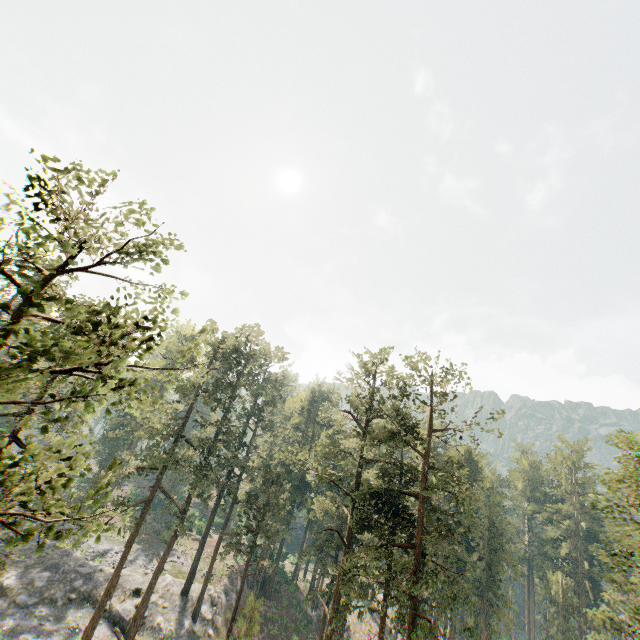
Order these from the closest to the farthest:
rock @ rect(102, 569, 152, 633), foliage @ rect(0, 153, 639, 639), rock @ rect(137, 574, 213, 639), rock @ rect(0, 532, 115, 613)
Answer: foliage @ rect(0, 153, 639, 639) → rock @ rect(0, 532, 115, 613) → rock @ rect(102, 569, 152, 633) → rock @ rect(137, 574, 213, 639)

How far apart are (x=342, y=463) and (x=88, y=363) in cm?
2310

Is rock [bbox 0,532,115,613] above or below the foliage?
below

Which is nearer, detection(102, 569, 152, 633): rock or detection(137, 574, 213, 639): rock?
detection(102, 569, 152, 633): rock

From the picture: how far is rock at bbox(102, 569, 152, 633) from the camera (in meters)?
31.35

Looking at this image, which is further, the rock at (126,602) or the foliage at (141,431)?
the rock at (126,602)

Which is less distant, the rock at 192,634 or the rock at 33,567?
the rock at 33,567
